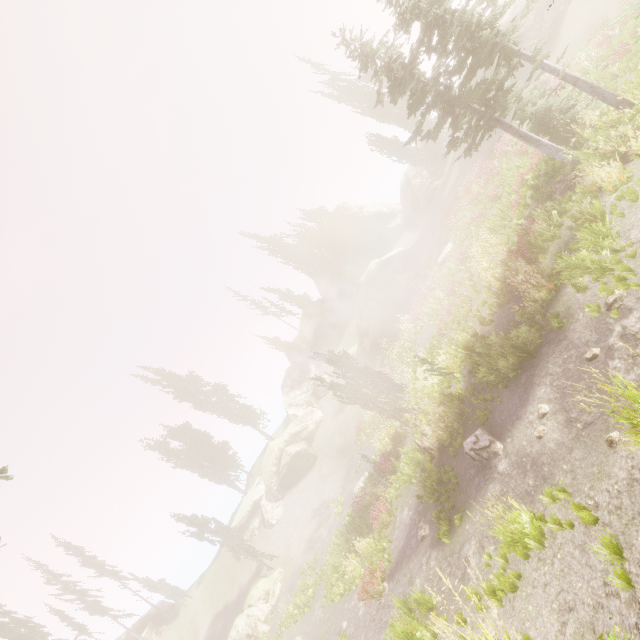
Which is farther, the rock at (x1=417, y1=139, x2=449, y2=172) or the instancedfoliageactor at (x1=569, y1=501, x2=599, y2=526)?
the rock at (x1=417, y1=139, x2=449, y2=172)

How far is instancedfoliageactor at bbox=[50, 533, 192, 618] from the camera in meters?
36.6

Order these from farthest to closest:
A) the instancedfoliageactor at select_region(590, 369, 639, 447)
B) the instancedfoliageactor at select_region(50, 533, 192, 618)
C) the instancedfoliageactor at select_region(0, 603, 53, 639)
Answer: the instancedfoliageactor at select_region(50, 533, 192, 618) → the instancedfoliageactor at select_region(0, 603, 53, 639) → the instancedfoliageactor at select_region(590, 369, 639, 447)

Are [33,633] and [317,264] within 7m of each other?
no

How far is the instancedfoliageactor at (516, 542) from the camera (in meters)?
6.98

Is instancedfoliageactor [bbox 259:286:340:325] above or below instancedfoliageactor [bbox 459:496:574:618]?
above

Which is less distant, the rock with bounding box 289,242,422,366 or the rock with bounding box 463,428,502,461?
the rock with bounding box 463,428,502,461

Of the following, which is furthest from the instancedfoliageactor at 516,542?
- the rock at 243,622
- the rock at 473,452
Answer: the rock at 243,622
